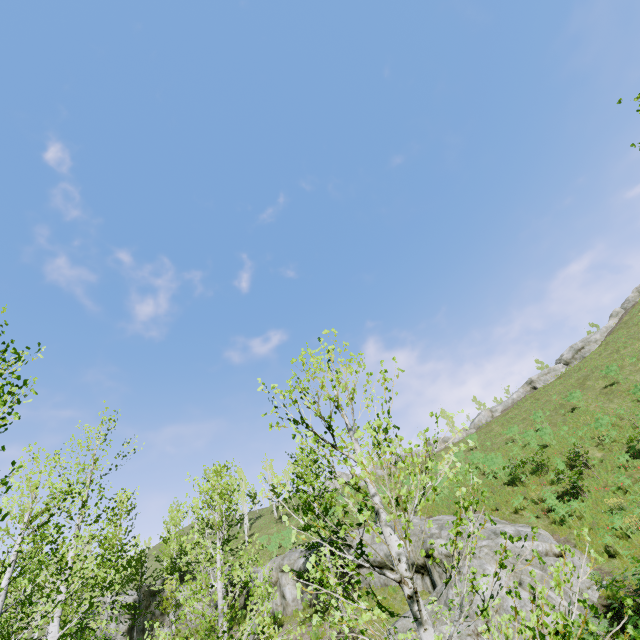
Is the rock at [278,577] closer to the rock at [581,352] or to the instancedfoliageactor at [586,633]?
the instancedfoliageactor at [586,633]

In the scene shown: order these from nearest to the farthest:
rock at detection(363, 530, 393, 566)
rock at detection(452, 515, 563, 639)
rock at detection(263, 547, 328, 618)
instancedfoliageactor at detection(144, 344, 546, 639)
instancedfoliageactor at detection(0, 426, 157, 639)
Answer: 1. instancedfoliageactor at detection(144, 344, 546, 639)
2. instancedfoliageactor at detection(0, 426, 157, 639)
3. rock at detection(452, 515, 563, 639)
4. rock at detection(363, 530, 393, 566)
5. rock at detection(263, 547, 328, 618)

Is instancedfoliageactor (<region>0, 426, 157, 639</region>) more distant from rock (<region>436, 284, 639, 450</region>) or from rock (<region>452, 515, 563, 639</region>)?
rock (<region>436, 284, 639, 450</region>)

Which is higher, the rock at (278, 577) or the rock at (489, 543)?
the rock at (278, 577)

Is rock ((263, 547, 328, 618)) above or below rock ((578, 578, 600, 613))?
above

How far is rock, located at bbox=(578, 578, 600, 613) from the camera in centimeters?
1160cm

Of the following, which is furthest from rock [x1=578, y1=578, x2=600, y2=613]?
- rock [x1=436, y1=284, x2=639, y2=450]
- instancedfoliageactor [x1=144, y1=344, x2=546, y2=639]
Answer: rock [x1=436, y1=284, x2=639, y2=450]

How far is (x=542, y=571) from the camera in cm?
1262
